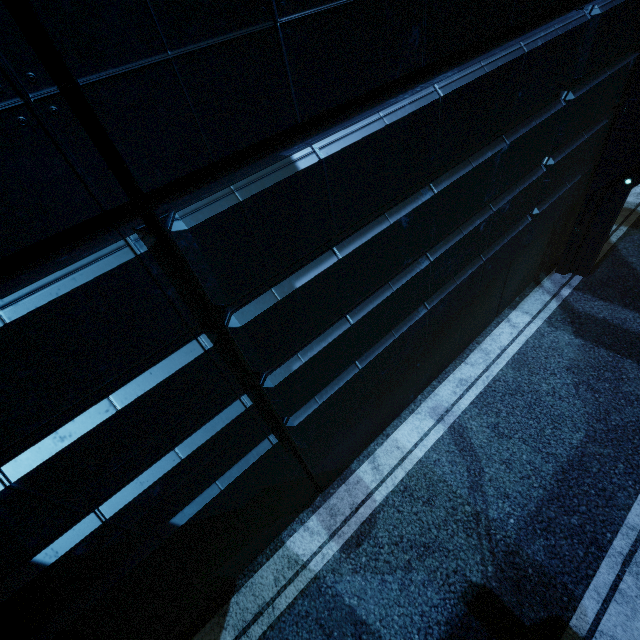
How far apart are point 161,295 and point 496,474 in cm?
646
